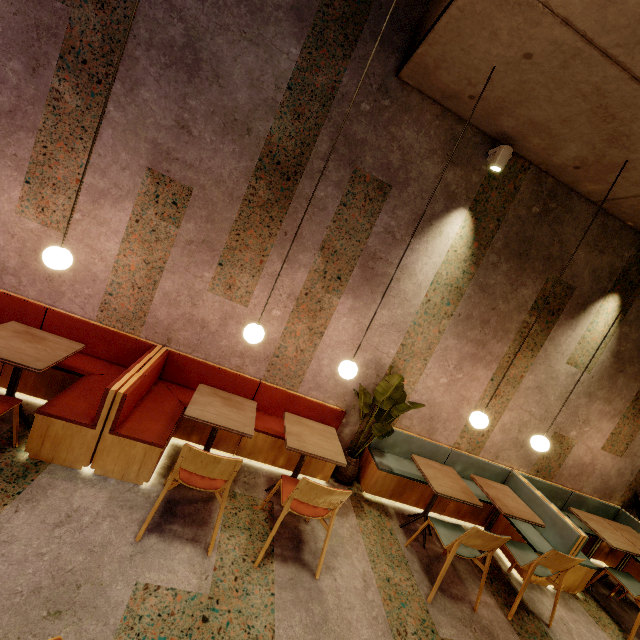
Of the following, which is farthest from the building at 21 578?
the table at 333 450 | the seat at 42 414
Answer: the table at 333 450

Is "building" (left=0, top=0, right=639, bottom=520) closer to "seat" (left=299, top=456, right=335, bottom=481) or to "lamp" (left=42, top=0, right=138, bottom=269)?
"seat" (left=299, top=456, right=335, bottom=481)

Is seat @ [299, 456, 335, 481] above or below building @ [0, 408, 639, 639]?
above

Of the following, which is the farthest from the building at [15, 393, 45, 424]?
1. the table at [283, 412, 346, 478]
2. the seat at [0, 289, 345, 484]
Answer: the table at [283, 412, 346, 478]

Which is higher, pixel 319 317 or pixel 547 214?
pixel 547 214

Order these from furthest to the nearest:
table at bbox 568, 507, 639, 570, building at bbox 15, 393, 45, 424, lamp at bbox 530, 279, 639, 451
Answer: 1. table at bbox 568, 507, 639, 570
2. lamp at bbox 530, 279, 639, 451
3. building at bbox 15, 393, 45, 424

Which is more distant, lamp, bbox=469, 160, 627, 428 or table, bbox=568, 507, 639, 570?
table, bbox=568, 507, 639, 570

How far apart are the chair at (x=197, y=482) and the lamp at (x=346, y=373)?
1.2 meters
